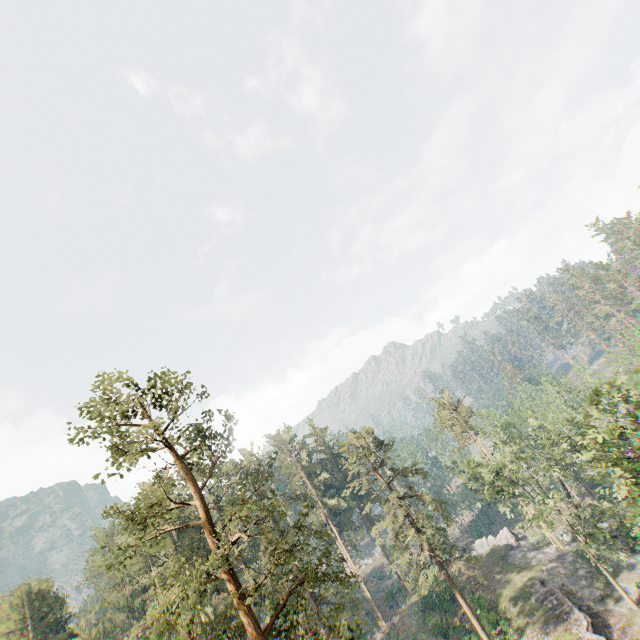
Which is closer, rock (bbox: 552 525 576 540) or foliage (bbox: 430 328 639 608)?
foliage (bbox: 430 328 639 608)

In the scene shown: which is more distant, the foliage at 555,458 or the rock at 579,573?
the rock at 579,573

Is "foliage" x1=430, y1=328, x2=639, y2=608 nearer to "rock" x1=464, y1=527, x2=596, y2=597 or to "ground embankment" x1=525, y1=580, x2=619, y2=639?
"rock" x1=464, y1=527, x2=596, y2=597

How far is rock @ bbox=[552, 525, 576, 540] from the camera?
44.5m

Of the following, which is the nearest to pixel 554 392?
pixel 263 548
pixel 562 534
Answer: pixel 562 534

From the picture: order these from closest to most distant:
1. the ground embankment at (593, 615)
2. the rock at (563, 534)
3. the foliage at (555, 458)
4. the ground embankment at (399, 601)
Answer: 1. the foliage at (555, 458)
2. the ground embankment at (593, 615)
3. the rock at (563, 534)
4. the ground embankment at (399, 601)

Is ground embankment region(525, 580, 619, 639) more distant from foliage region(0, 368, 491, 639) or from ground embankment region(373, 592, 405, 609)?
ground embankment region(373, 592, 405, 609)

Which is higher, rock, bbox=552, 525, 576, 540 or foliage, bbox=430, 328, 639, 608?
foliage, bbox=430, 328, 639, 608
